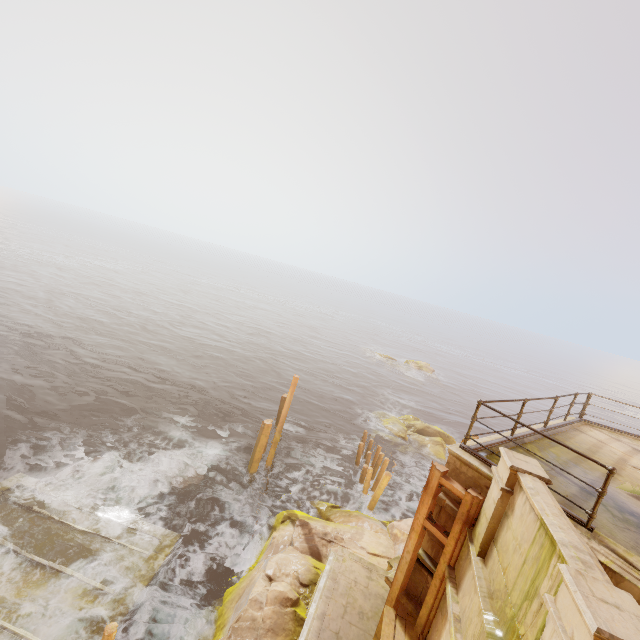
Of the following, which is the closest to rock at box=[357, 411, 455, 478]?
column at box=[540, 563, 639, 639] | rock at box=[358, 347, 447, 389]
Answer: rock at box=[358, 347, 447, 389]

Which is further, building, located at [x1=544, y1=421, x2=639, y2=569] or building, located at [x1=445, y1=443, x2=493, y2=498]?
building, located at [x1=445, y1=443, x2=493, y2=498]

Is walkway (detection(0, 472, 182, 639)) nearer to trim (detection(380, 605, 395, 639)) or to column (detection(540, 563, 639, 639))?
trim (detection(380, 605, 395, 639))

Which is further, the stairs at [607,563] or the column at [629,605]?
the stairs at [607,563]

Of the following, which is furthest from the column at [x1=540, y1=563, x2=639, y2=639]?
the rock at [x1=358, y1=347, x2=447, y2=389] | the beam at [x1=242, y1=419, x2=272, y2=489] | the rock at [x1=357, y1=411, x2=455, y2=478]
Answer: the rock at [x1=358, y1=347, x2=447, y2=389]

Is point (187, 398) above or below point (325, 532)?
below

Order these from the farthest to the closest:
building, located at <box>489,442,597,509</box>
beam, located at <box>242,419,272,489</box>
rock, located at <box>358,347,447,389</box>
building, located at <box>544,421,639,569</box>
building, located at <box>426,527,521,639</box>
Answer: rock, located at <box>358,347,447,389</box> → beam, located at <box>242,419,272,489</box> → building, located at <box>489,442,597,509</box> → building, located at <box>544,421,639,569</box> → building, located at <box>426,527,521,639</box>

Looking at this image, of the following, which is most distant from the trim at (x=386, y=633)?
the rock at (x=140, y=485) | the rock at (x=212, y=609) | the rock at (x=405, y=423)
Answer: the rock at (x=405, y=423)
